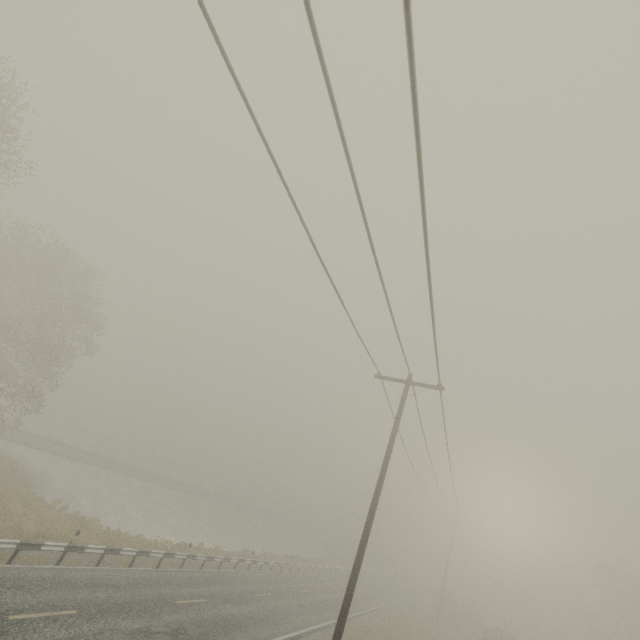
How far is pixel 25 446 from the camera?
36.41m
